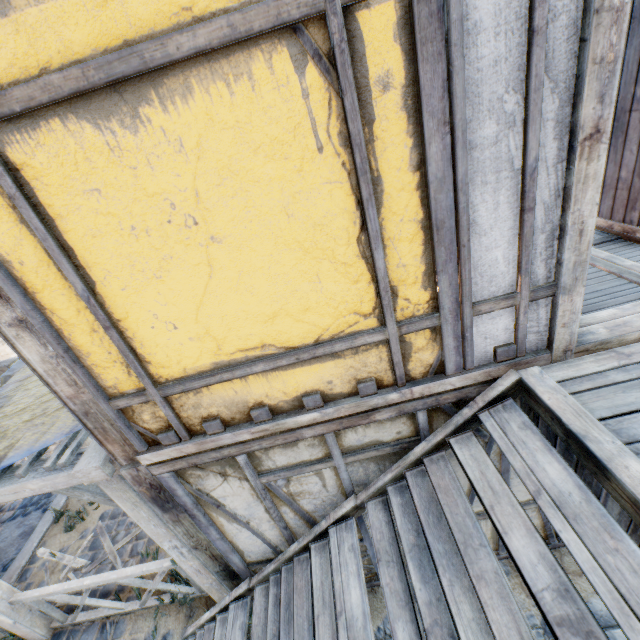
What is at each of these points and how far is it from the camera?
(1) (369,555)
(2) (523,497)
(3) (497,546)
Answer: (1) building, 3.7m
(2) building, 3.3m
(3) building, 3.8m

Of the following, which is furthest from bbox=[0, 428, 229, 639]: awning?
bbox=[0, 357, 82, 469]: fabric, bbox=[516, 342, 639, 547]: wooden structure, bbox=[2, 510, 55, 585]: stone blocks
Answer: bbox=[516, 342, 639, 547]: wooden structure

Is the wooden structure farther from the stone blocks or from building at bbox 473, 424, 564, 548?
the stone blocks

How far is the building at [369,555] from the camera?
3.32m

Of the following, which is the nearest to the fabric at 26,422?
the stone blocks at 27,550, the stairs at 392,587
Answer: the stairs at 392,587

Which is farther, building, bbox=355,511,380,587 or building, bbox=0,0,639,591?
building, bbox=355,511,380,587

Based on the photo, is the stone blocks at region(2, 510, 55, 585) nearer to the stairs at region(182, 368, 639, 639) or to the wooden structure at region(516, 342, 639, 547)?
the stairs at region(182, 368, 639, 639)

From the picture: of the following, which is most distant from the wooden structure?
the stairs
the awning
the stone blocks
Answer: the stone blocks
